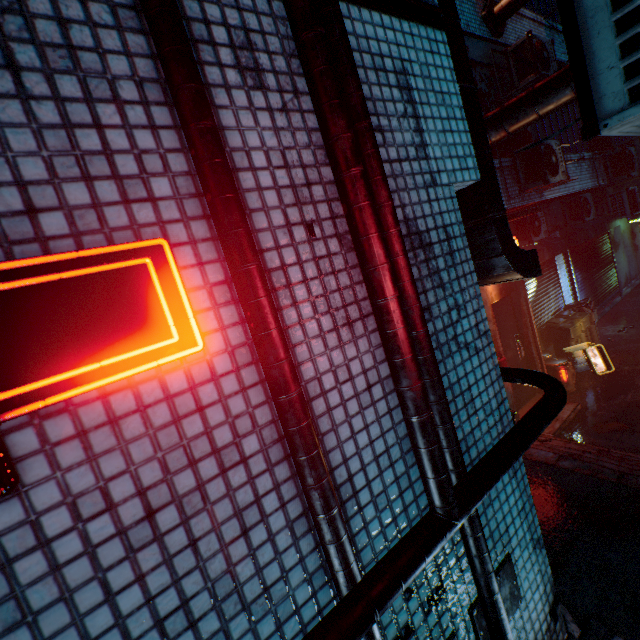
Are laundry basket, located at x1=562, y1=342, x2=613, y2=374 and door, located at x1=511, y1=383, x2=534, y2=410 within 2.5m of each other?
yes

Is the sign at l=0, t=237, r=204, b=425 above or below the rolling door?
above

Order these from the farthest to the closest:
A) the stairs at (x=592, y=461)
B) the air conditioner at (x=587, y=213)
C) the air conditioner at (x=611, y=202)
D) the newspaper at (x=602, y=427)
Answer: the air conditioner at (x=611, y=202) < the air conditioner at (x=587, y=213) < the newspaper at (x=602, y=427) < the stairs at (x=592, y=461)

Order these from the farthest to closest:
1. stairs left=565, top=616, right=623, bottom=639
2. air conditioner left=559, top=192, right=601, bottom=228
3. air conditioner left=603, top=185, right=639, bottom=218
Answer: air conditioner left=603, top=185, right=639, bottom=218
air conditioner left=559, top=192, right=601, bottom=228
stairs left=565, top=616, right=623, bottom=639

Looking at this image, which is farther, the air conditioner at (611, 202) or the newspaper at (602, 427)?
the air conditioner at (611, 202)

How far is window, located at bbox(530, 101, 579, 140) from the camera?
6.7m

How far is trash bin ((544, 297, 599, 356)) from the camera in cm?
736

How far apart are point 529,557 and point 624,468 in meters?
2.7 m
